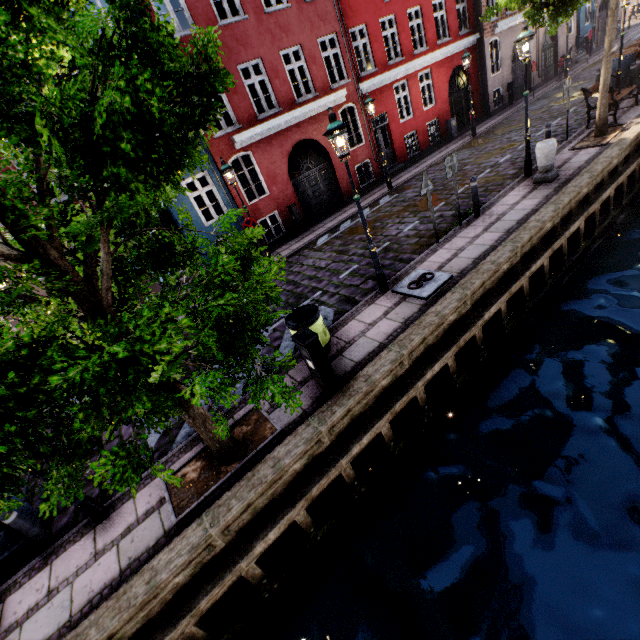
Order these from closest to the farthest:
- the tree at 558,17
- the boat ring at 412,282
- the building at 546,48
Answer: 1. the boat ring at 412,282
2. the tree at 558,17
3. the building at 546,48

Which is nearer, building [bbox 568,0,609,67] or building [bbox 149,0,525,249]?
building [bbox 149,0,525,249]

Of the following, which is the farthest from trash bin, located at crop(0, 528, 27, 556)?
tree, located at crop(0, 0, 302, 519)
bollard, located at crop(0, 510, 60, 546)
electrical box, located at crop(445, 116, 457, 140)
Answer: electrical box, located at crop(445, 116, 457, 140)

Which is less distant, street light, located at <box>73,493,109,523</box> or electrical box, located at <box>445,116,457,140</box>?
street light, located at <box>73,493,109,523</box>

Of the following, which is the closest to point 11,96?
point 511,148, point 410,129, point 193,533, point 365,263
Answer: point 193,533

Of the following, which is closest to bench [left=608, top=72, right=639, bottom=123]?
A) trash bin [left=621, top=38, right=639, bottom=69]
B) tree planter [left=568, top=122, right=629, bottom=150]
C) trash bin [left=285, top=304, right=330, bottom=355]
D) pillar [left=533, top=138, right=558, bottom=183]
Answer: tree planter [left=568, top=122, right=629, bottom=150]

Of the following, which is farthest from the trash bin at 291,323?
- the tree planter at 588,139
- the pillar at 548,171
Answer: the tree planter at 588,139

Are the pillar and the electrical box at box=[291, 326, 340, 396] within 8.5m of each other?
no
